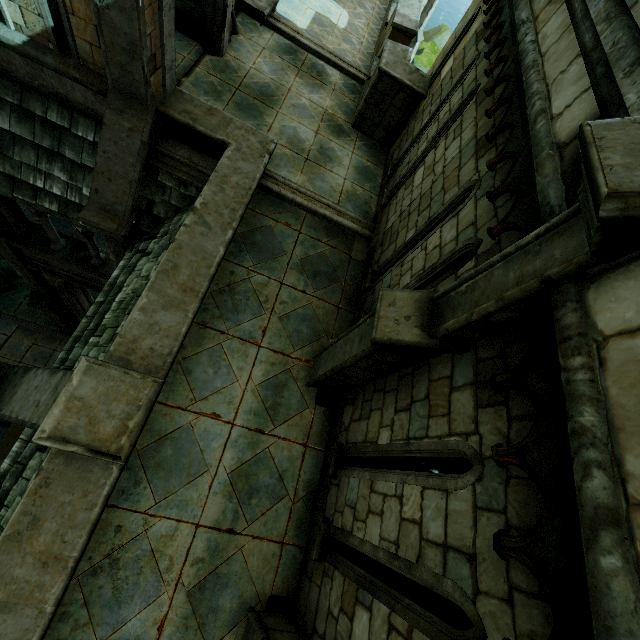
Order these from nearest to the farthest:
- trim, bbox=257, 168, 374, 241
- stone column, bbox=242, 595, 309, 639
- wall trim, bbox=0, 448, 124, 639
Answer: wall trim, bbox=0, 448, 124, 639
stone column, bbox=242, 595, 309, 639
trim, bbox=257, 168, 374, 241

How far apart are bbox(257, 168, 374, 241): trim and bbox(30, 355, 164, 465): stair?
4.32m

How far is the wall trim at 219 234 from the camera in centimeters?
411cm

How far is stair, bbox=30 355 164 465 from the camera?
3.34m

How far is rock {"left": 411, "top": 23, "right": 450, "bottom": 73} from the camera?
30.9m

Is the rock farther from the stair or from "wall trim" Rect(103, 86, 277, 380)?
the stair

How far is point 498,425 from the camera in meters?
2.4

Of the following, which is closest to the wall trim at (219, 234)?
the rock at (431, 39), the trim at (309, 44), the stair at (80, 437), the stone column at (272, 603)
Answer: the stair at (80, 437)
